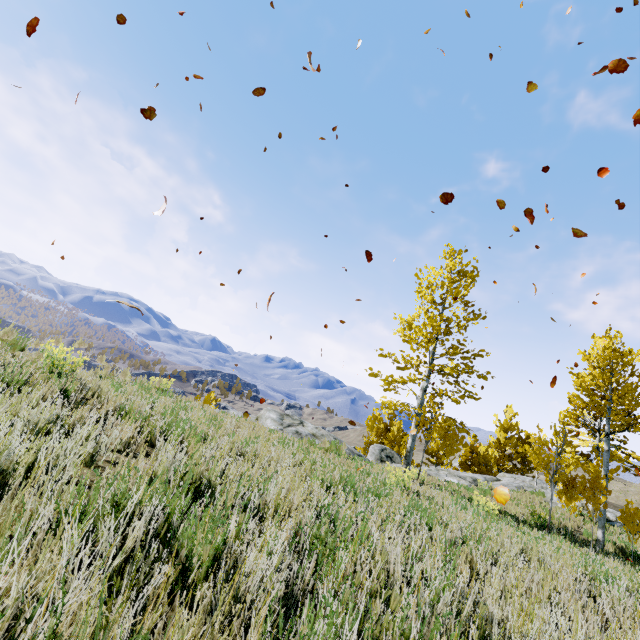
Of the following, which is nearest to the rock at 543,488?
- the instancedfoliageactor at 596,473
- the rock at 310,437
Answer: the instancedfoliageactor at 596,473

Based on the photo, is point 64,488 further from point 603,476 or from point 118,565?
point 603,476

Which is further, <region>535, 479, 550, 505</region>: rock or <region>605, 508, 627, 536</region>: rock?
<region>535, 479, 550, 505</region>: rock

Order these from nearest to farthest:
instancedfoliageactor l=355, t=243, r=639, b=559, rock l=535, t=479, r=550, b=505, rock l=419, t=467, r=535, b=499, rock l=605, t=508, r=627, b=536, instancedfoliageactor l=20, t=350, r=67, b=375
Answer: instancedfoliageactor l=20, t=350, r=67, b=375
instancedfoliageactor l=355, t=243, r=639, b=559
rock l=605, t=508, r=627, b=536
rock l=419, t=467, r=535, b=499
rock l=535, t=479, r=550, b=505

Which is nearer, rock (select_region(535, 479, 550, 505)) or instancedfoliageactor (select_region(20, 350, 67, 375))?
instancedfoliageactor (select_region(20, 350, 67, 375))

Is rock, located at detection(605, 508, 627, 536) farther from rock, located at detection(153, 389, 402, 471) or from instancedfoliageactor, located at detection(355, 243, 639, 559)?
rock, located at detection(153, 389, 402, 471)

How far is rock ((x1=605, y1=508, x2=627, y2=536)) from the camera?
15.39m
